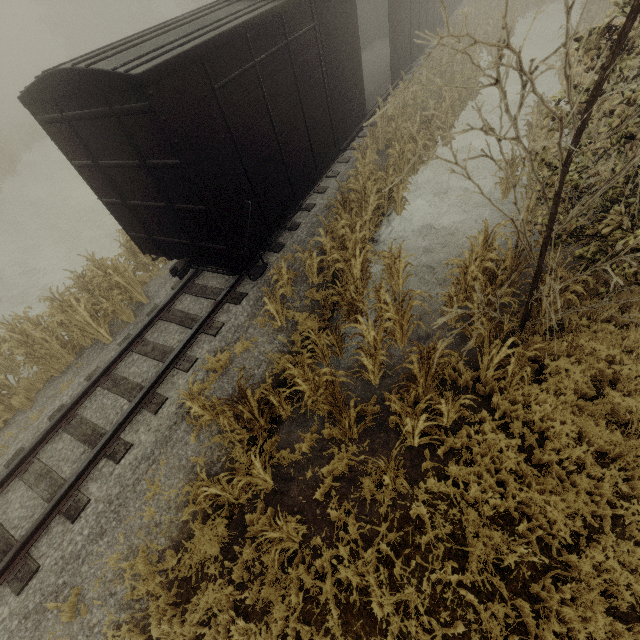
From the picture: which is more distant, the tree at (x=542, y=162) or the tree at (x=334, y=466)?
the tree at (x=334, y=466)

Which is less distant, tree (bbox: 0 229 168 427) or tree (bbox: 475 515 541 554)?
tree (bbox: 475 515 541 554)

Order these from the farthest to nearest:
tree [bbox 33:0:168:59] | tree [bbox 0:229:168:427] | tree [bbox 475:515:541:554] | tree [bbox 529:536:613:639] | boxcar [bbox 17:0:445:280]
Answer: tree [bbox 33:0:168:59] < tree [bbox 0:229:168:427] < boxcar [bbox 17:0:445:280] < tree [bbox 475:515:541:554] < tree [bbox 529:536:613:639]

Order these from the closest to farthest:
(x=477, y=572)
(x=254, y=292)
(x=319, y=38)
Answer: (x=477, y=572) < (x=319, y=38) < (x=254, y=292)

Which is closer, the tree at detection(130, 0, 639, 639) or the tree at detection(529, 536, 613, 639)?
the tree at detection(529, 536, 613, 639)

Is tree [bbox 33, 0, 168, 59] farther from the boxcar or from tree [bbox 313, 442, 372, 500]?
tree [bbox 313, 442, 372, 500]

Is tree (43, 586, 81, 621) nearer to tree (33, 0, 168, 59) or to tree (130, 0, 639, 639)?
tree (130, 0, 639, 639)
